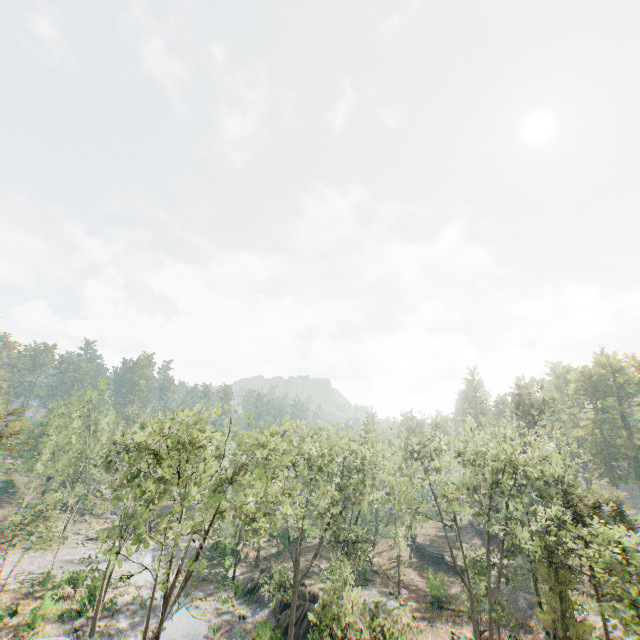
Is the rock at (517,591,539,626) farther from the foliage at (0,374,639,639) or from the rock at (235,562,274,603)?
the rock at (235,562,274,603)

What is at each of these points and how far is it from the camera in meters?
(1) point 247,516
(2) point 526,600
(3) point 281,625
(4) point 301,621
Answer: (1) foliage, 21.2
(2) rock, 35.7
(3) rock, 31.4
(4) rock, 30.7

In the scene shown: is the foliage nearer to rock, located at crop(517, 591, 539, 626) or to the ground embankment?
rock, located at crop(517, 591, 539, 626)

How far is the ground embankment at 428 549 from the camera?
46.9 meters

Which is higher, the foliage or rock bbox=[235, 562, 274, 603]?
the foliage

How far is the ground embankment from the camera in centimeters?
4694cm

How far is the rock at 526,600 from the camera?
33.59m
